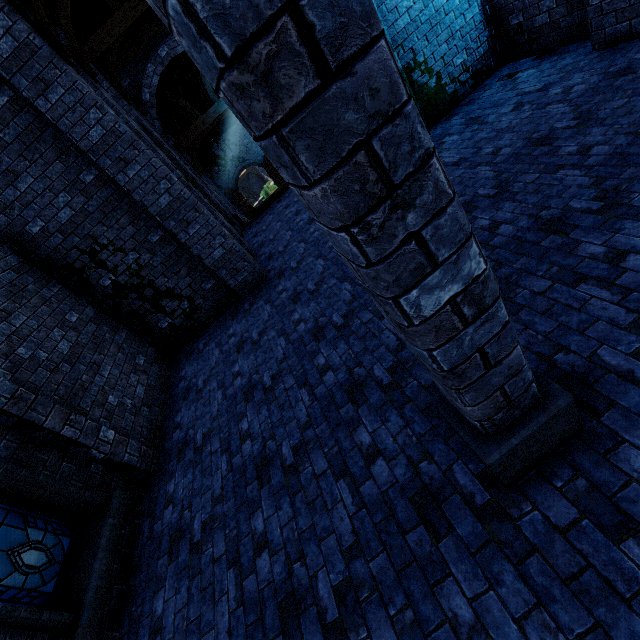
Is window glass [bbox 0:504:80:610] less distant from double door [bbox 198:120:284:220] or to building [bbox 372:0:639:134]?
building [bbox 372:0:639:134]

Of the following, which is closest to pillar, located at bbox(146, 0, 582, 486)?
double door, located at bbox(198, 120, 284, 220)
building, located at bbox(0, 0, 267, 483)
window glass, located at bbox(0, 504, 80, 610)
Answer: building, located at bbox(0, 0, 267, 483)

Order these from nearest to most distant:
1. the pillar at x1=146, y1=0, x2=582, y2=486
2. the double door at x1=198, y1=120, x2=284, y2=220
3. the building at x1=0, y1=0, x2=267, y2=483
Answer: the pillar at x1=146, y1=0, x2=582, y2=486 < the building at x1=0, y1=0, x2=267, y2=483 < the double door at x1=198, y1=120, x2=284, y2=220

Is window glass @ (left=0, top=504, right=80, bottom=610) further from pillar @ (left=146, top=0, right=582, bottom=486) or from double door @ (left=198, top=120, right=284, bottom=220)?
double door @ (left=198, top=120, right=284, bottom=220)

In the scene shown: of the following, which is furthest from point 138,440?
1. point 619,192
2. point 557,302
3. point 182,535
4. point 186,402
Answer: point 619,192

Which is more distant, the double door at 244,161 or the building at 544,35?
the double door at 244,161

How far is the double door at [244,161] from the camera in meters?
22.0
